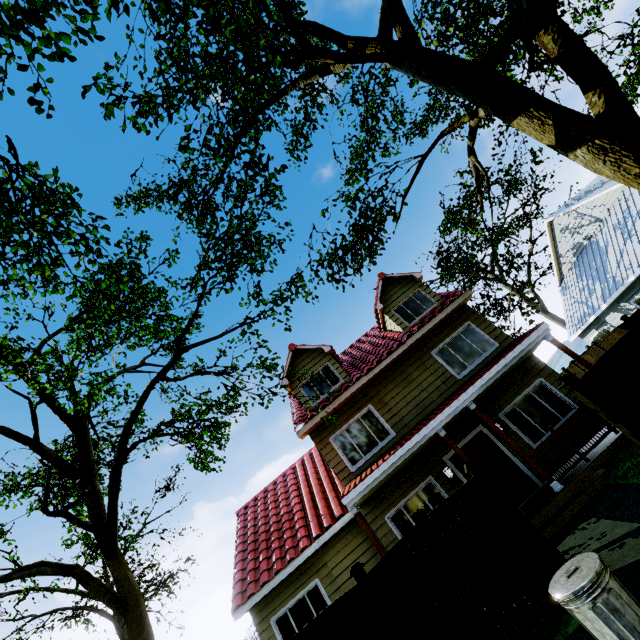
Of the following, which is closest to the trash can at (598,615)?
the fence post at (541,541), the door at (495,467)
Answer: the fence post at (541,541)

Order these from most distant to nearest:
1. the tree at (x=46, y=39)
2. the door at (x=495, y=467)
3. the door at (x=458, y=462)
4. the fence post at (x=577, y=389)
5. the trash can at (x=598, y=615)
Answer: the door at (x=458, y=462) < the door at (x=495, y=467) < the fence post at (x=577, y=389) < the tree at (x=46, y=39) < the trash can at (x=598, y=615)

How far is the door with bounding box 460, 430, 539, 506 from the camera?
9.6 meters

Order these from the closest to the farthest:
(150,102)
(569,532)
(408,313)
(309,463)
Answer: (569,532) < (150,102) < (408,313) < (309,463)

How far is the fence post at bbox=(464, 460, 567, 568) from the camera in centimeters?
514cm

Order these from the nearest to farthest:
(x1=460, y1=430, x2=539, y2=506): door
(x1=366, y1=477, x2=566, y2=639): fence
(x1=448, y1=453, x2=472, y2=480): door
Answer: (x1=366, y1=477, x2=566, y2=639): fence → (x1=460, y1=430, x2=539, y2=506): door → (x1=448, y1=453, x2=472, y2=480): door

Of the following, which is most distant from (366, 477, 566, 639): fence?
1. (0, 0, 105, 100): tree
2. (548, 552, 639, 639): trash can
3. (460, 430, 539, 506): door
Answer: (460, 430, 539, 506): door

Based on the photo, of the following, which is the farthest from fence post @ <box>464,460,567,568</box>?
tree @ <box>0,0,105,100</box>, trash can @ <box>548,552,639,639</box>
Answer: tree @ <box>0,0,105,100</box>
